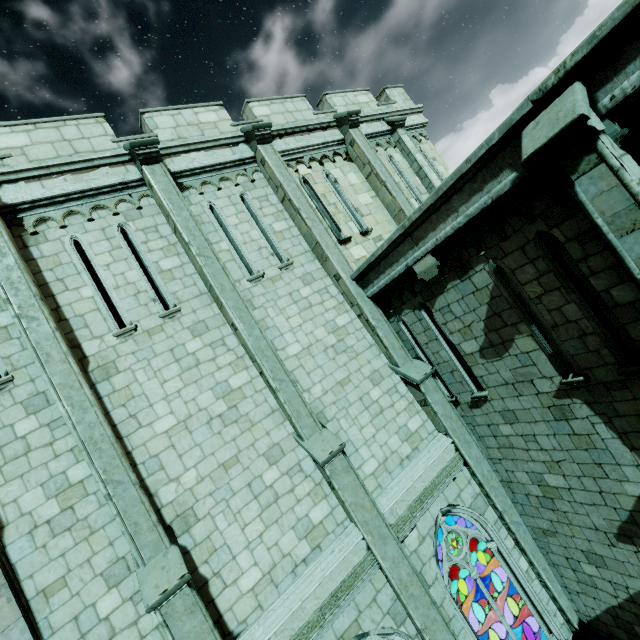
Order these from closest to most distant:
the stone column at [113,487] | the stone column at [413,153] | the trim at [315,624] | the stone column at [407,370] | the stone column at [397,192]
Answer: the stone column at [113,487]
the trim at [315,624]
the stone column at [407,370]
the stone column at [397,192]
the stone column at [413,153]

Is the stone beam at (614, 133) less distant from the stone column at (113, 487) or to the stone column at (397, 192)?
the stone column at (397, 192)

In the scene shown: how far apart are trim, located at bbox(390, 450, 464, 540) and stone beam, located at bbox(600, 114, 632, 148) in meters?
6.8

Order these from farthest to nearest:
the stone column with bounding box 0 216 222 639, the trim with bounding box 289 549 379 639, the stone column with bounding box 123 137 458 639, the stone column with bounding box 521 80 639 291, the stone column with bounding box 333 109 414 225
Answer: the stone column with bounding box 333 109 414 225
the stone column with bounding box 123 137 458 639
the trim with bounding box 289 549 379 639
the stone column with bounding box 0 216 222 639
the stone column with bounding box 521 80 639 291

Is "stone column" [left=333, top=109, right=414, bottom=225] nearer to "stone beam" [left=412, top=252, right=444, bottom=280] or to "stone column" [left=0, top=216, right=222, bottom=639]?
"stone beam" [left=412, top=252, right=444, bottom=280]

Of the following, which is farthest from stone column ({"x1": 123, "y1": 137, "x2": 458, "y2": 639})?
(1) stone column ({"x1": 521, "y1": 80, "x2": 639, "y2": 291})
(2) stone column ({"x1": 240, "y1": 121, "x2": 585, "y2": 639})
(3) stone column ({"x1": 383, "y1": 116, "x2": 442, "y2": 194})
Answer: (3) stone column ({"x1": 383, "y1": 116, "x2": 442, "y2": 194})

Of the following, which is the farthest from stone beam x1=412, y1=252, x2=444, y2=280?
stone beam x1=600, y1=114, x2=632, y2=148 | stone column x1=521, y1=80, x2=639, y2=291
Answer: stone beam x1=600, y1=114, x2=632, y2=148

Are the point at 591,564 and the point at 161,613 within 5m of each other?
no
